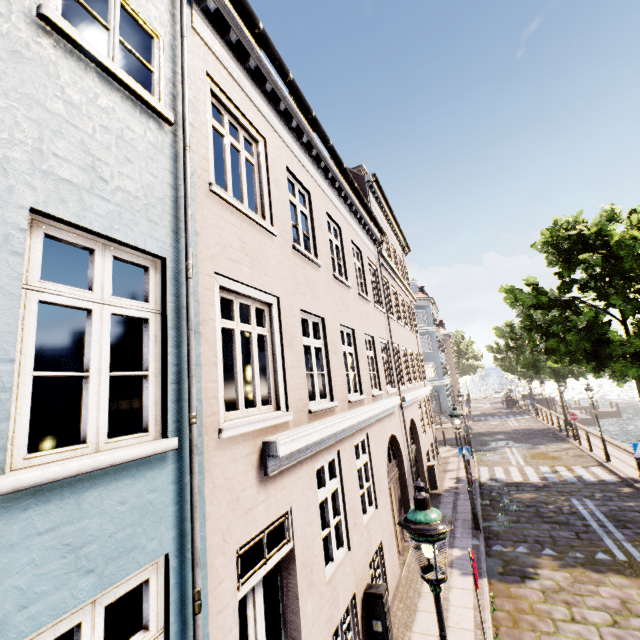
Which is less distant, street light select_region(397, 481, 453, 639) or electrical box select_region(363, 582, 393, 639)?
street light select_region(397, 481, 453, 639)

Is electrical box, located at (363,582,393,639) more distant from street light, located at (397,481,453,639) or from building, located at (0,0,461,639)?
building, located at (0,0,461,639)

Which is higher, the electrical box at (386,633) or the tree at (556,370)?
the tree at (556,370)

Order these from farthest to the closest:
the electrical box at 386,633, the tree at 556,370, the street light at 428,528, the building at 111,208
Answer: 1. the tree at 556,370
2. the electrical box at 386,633
3. the street light at 428,528
4. the building at 111,208

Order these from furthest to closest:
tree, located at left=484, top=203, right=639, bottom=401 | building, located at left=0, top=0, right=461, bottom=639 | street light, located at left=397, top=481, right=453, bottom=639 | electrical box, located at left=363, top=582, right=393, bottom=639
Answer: tree, located at left=484, top=203, right=639, bottom=401
electrical box, located at left=363, top=582, right=393, bottom=639
street light, located at left=397, top=481, right=453, bottom=639
building, located at left=0, top=0, right=461, bottom=639

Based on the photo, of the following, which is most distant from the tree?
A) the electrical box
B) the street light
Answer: the electrical box

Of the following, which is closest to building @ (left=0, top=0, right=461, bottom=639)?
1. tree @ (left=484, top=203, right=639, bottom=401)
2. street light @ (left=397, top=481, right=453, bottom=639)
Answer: tree @ (left=484, top=203, right=639, bottom=401)

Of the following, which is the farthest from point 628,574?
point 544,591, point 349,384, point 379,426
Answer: point 349,384
